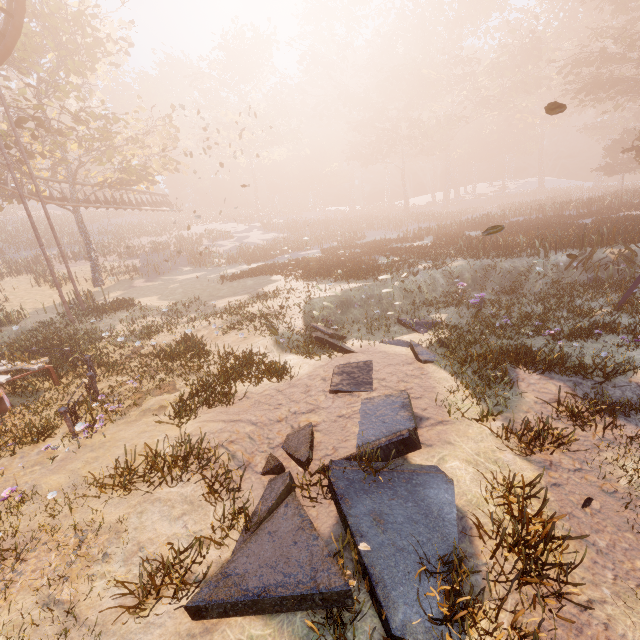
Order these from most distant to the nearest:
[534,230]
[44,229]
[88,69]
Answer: [44,229] → [88,69] → [534,230]

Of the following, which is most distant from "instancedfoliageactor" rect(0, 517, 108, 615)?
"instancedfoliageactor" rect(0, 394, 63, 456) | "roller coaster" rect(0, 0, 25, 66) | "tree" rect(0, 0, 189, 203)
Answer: "tree" rect(0, 0, 189, 203)

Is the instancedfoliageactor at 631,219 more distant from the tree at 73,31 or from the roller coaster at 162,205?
the roller coaster at 162,205

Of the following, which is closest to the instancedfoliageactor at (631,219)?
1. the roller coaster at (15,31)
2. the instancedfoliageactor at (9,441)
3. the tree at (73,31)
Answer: the instancedfoliageactor at (9,441)

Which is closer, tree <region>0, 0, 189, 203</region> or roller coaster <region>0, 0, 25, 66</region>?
roller coaster <region>0, 0, 25, 66</region>

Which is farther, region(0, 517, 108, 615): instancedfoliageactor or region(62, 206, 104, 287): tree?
region(62, 206, 104, 287): tree

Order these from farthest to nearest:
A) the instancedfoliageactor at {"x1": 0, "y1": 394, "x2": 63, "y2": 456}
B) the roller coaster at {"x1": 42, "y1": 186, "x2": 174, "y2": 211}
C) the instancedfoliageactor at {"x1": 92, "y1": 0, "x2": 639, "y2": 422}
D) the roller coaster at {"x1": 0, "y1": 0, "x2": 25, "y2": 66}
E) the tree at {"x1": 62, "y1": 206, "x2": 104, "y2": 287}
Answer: the tree at {"x1": 62, "y1": 206, "x2": 104, "y2": 287}
the roller coaster at {"x1": 42, "y1": 186, "x2": 174, "y2": 211}
the roller coaster at {"x1": 0, "y1": 0, "x2": 25, "y2": 66}
the instancedfoliageactor at {"x1": 92, "y1": 0, "x2": 639, "y2": 422}
the instancedfoliageactor at {"x1": 0, "y1": 394, "x2": 63, "y2": 456}

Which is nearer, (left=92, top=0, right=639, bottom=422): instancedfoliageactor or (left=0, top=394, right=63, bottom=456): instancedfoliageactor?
(left=0, top=394, right=63, bottom=456): instancedfoliageactor
